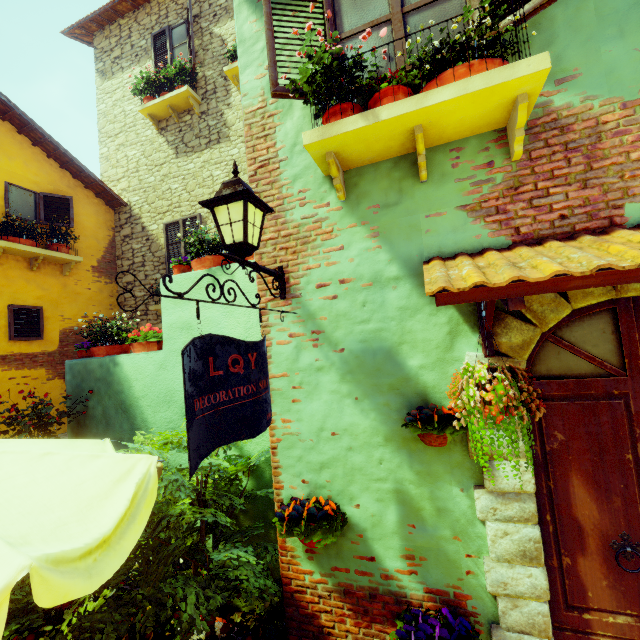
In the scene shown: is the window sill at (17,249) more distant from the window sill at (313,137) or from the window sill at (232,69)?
the window sill at (313,137)

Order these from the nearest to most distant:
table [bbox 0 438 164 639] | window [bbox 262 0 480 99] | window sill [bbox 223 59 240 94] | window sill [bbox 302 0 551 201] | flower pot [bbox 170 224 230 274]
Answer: table [bbox 0 438 164 639]
window sill [bbox 302 0 551 201]
window [bbox 262 0 480 99]
flower pot [bbox 170 224 230 274]
window sill [bbox 223 59 240 94]

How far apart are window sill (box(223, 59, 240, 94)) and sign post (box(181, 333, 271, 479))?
6.8m

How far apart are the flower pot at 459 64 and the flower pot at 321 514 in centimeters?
281cm

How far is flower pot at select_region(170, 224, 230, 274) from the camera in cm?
412

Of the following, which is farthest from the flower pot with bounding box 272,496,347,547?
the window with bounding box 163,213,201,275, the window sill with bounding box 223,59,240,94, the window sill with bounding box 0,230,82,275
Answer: the window sill with bounding box 223,59,240,94

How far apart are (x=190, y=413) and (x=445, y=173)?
2.4m

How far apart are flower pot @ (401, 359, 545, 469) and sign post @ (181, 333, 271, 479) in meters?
1.0
